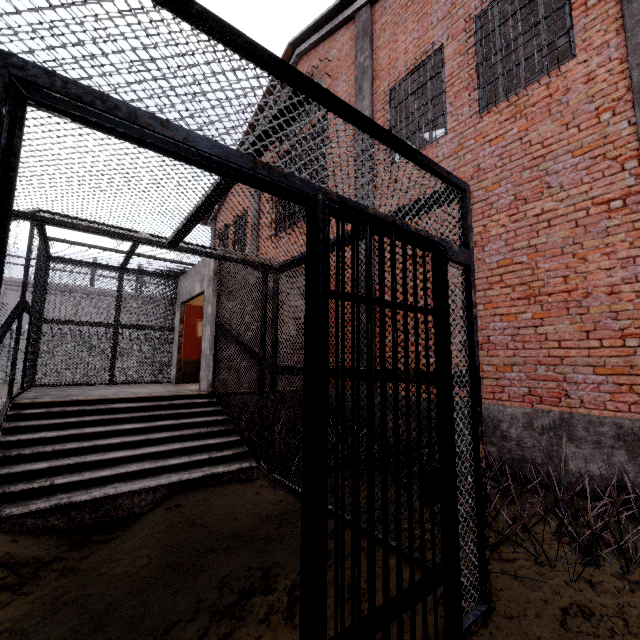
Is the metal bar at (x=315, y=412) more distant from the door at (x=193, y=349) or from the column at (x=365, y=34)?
the door at (x=193, y=349)

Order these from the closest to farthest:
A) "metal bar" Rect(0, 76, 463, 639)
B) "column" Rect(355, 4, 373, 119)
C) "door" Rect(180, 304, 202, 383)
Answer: "metal bar" Rect(0, 76, 463, 639)
"column" Rect(355, 4, 373, 119)
"door" Rect(180, 304, 202, 383)

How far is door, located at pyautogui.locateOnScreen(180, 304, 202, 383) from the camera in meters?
8.7

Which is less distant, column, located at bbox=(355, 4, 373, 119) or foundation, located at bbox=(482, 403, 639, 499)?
foundation, located at bbox=(482, 403, 639, 499)

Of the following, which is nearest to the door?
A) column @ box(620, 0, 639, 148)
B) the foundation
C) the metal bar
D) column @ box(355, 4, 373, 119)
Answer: column @ box(355, 4, 373, 119)

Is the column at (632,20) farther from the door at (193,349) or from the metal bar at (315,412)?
the door at (193,349)

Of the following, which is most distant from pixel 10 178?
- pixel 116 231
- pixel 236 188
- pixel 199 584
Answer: pixel 236 188

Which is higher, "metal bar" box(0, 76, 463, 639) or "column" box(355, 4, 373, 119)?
"column" box(355, 4, 373, 119)
